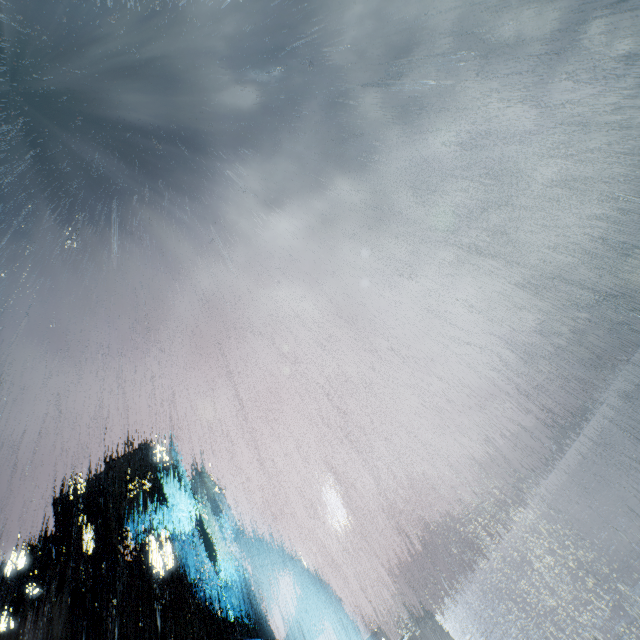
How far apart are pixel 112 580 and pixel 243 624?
24.28m
